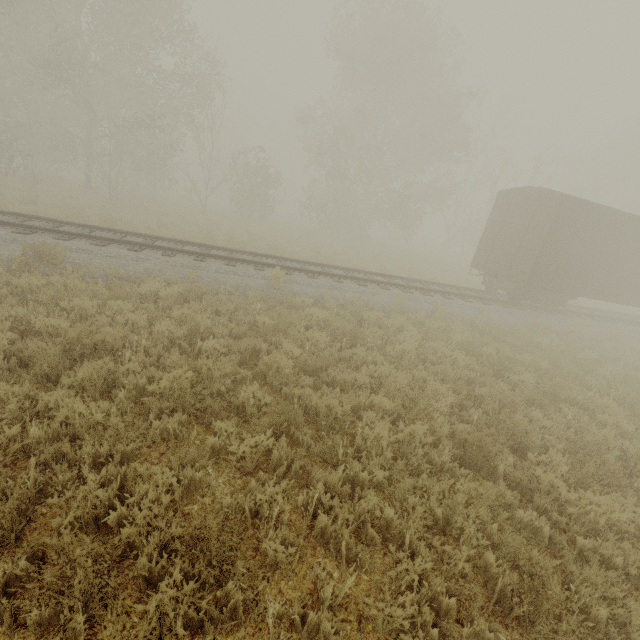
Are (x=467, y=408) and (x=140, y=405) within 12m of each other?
yes
